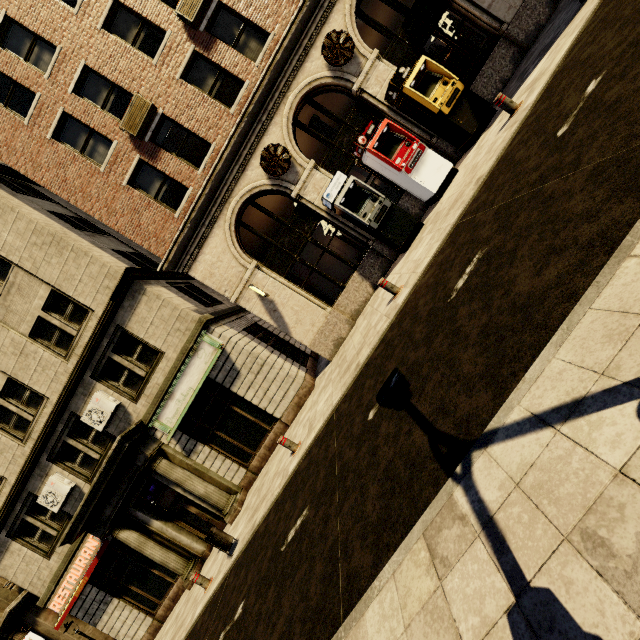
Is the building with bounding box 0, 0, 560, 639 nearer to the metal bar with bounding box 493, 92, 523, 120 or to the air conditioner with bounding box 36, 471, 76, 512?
the air conditioner with bounding box 36, 471, 76, 512

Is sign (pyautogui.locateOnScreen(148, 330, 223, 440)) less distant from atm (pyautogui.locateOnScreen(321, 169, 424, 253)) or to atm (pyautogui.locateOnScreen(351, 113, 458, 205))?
atm (pyautogui.locateOnScreen(321, 169, 424, 253))

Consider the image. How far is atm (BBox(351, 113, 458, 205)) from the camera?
9.7m

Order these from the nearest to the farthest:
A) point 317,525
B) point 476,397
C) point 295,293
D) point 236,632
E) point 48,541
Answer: point 476,397, point 317,525, point 236,632, point 295,293, point 48,541

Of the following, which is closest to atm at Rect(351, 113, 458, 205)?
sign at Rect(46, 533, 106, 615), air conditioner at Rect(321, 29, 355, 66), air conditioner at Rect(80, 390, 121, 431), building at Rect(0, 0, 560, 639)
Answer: building at Rect(0, 0, 560, 639)

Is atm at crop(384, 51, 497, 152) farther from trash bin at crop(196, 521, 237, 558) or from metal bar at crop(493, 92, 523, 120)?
trash bin at crop(196, 521, 237, 558)

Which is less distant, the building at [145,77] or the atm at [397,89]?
the atm at [397,89]

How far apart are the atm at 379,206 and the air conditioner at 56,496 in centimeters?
1437cm
